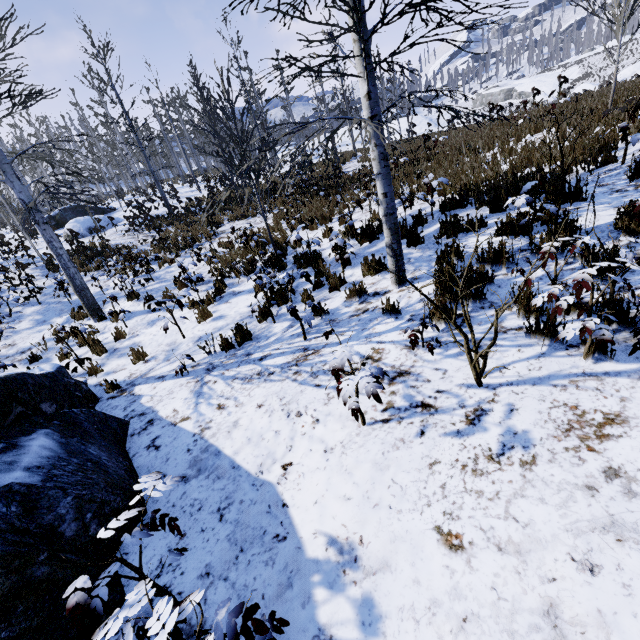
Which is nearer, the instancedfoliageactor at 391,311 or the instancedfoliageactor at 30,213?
the instancedfoliageactor at 30,213

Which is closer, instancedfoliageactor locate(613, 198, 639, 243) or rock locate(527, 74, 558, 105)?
instancedfoliageactor locate(613, 198, 639, 243)

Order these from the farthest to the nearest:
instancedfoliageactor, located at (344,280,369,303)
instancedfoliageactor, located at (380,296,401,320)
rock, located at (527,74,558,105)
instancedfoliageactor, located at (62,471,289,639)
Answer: rock, located at (527,74,558,105) < instancedfoliageactor, located at (344,280,369,303) < instancedfoliageactor, located at (380,296,401,320) < instancedfoliageactor, located at (62,471,289,639)

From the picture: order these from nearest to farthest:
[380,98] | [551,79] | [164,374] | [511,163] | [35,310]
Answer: [164,374]
[511,163]
[35,310]
[380,98]
[551,79]

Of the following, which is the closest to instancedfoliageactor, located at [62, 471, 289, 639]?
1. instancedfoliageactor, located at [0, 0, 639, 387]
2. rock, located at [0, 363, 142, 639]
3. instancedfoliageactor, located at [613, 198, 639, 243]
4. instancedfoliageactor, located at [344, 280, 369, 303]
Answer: rock, located at [0, 363, 142, 639]

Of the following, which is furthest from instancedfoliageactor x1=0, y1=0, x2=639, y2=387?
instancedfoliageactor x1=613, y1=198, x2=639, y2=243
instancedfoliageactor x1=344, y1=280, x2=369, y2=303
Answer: instancedfoliageactor x1=613, y1=198, x2=639, y2=243

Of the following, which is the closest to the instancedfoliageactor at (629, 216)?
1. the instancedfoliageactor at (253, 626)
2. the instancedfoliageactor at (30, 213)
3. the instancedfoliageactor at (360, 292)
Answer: the instancedfoliageactor at (253, 626)

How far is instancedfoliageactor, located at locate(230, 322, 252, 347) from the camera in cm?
537
